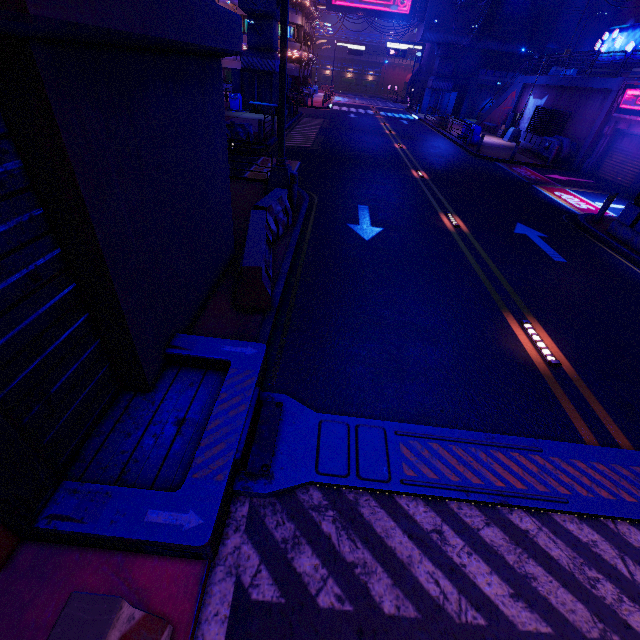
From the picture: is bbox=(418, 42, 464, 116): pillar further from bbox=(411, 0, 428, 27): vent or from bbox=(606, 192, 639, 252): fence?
bbox=(606, 192, 639, 252): fence

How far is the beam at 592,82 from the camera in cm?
1884

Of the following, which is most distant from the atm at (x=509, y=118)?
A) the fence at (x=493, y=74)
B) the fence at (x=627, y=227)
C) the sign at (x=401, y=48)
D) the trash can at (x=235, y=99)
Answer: the fence at (x=627, y=227)

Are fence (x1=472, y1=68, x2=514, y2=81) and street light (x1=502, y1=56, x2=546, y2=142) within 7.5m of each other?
no

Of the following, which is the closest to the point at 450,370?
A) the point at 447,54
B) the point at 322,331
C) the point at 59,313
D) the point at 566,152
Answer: the point at 322,331

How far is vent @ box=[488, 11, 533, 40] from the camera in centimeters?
3684cm

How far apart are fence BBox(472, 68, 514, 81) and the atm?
15.8 meters

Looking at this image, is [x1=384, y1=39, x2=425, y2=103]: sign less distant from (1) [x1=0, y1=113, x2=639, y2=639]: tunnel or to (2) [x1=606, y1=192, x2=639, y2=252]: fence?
(2) [x1=606, y1=192, x2=639, y2=252]: fence
